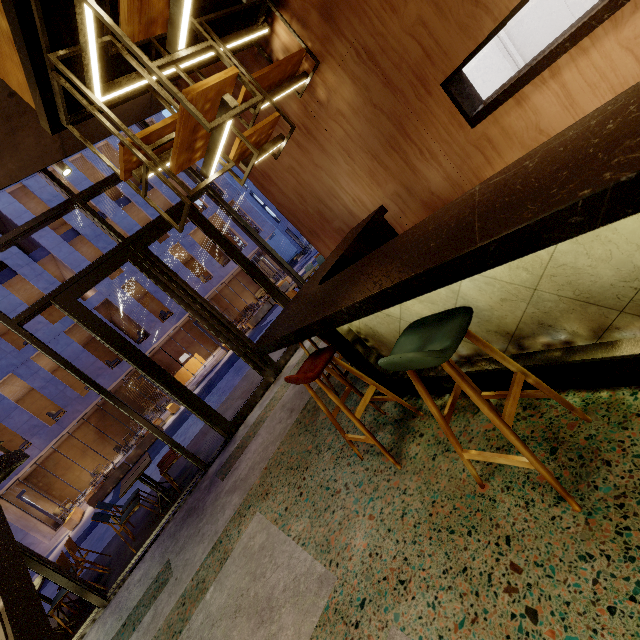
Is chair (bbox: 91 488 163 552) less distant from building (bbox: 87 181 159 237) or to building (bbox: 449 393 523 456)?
building (bbox: 449 393 523 456)

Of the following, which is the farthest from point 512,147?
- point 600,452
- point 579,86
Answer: point 600,452

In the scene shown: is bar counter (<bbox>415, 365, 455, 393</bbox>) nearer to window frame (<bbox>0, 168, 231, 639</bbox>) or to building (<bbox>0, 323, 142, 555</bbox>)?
window frame (<bbox>0, 168, 231, 639</bbox>)

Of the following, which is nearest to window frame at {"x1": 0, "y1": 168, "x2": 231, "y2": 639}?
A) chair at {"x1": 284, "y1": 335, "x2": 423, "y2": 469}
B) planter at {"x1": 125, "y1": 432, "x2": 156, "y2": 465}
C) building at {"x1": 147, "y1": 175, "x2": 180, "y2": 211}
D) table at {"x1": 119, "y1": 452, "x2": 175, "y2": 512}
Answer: table at {"x1": 119, "y1": 452, "x2": 175, "y2": 512}

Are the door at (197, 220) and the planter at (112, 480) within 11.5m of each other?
no

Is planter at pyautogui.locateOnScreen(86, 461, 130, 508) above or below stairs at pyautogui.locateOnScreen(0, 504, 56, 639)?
below

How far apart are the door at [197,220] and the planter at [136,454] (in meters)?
12.93

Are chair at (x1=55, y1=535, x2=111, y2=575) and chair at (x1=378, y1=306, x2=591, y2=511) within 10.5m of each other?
yes
